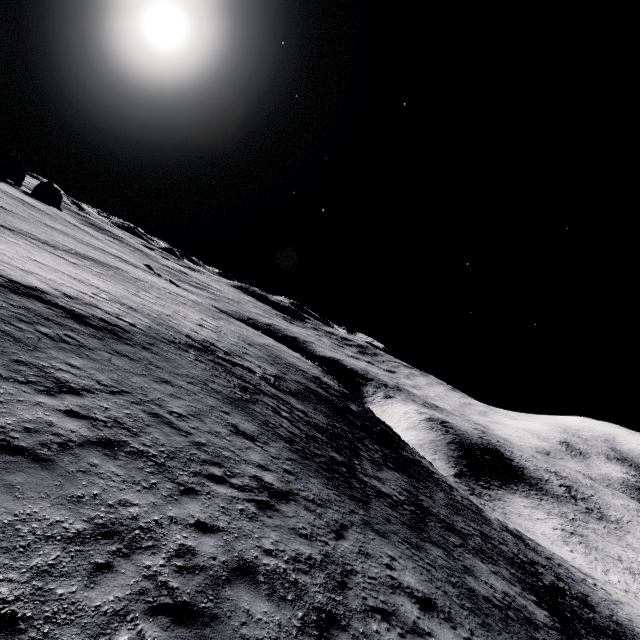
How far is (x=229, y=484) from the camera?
8.9m
